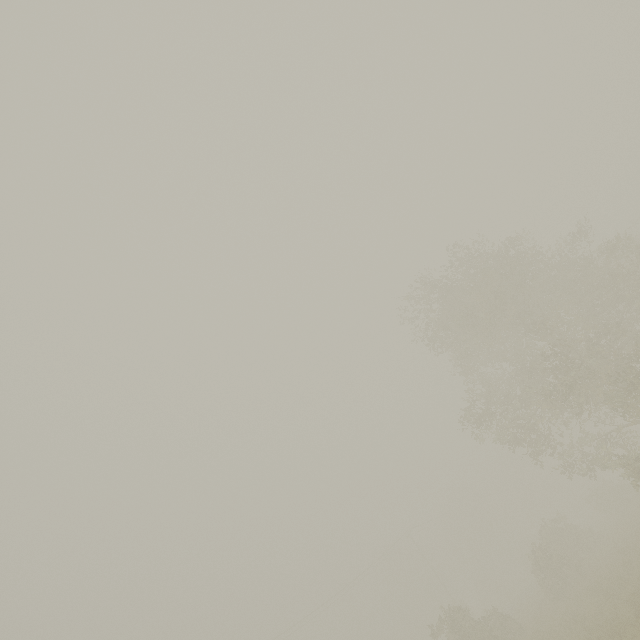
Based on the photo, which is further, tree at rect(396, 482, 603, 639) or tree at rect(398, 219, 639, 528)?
tree at rect(396, 482, 603, 639)

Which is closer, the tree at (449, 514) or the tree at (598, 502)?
the tree at (598, 502)

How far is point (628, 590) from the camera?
13.1m
